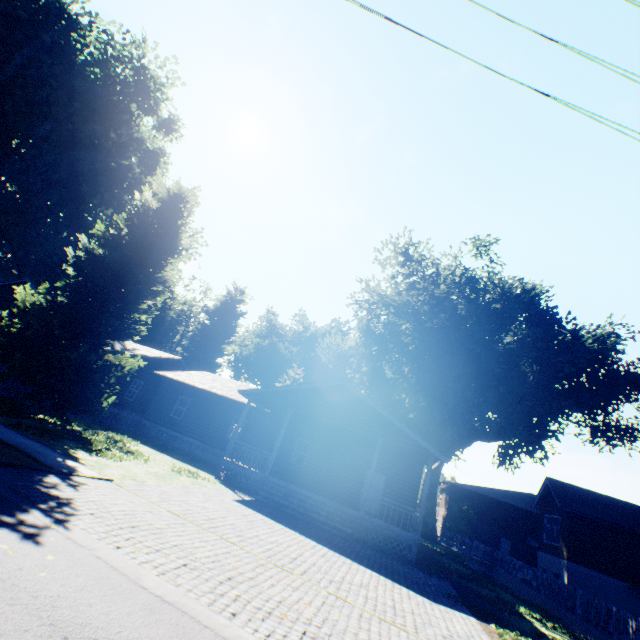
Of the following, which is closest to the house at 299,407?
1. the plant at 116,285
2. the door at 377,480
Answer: the door at 377,480

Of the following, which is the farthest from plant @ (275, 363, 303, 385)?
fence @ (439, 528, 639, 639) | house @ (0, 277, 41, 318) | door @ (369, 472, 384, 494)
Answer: door @ (369, 472, 384, 494)

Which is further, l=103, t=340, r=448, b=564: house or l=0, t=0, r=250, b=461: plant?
l=103, t=340, r=448, b=564: house

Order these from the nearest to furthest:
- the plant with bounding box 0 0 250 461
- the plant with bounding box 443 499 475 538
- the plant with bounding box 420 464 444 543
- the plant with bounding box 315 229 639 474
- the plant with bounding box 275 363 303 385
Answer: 1. the plant with bounding box 0 0 250 461
2. the plant with bounding box 315 229 639 474
3. the plant with bounding box 420 464 444 543
4. the plant with bounding box 443 499 475 538
5. the plant with bounding box 275 363 303 385

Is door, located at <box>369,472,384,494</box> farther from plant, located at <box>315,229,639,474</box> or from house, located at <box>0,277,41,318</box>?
plant, located at <box>315,229,639,474</box>

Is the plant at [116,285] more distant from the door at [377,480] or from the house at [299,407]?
the door at [377,480]

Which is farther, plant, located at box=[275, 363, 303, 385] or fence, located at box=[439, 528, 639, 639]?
plant, located at box=[275, 363, 303, 385]

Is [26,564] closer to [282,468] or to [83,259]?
[83,259]
